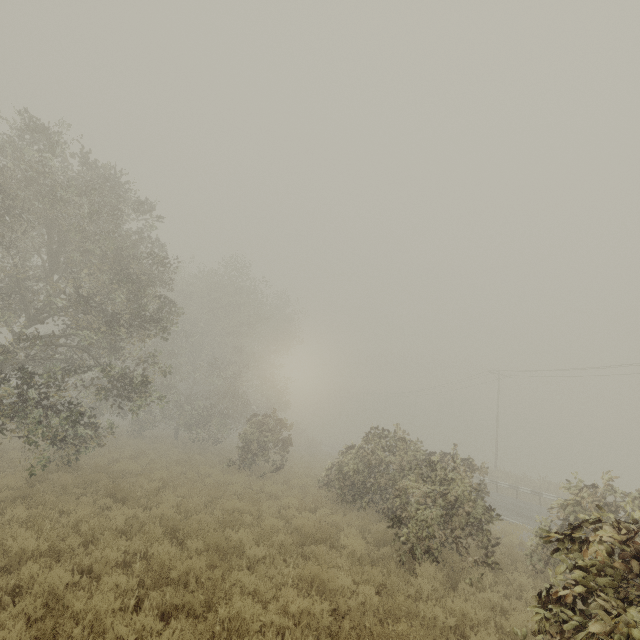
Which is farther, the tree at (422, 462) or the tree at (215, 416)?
the tree at (215, 416)

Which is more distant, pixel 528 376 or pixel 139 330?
pixel 528 376

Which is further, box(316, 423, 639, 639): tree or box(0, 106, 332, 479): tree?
box(0, 106, 332, 479): tree
